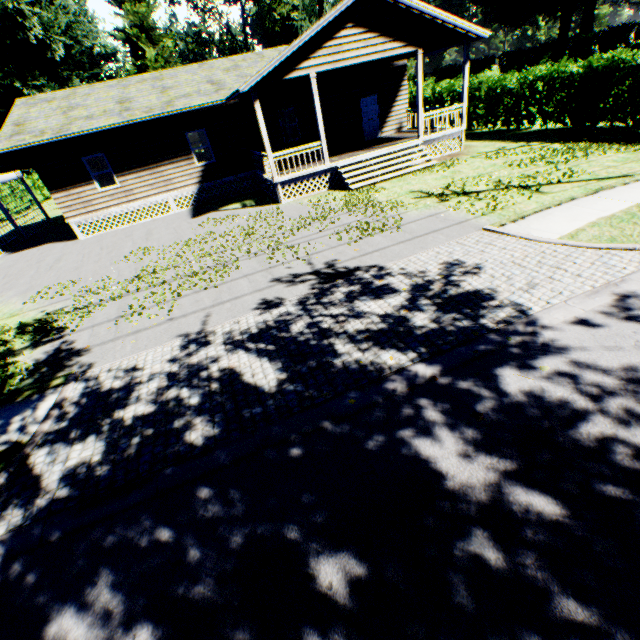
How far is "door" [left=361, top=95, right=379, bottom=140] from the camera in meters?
18.7

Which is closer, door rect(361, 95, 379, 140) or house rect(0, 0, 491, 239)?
house rect(0, 0, 491, 239)

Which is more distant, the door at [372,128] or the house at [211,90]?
the door at [372,128]

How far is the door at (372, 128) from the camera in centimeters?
1869cm

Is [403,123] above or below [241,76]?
below
